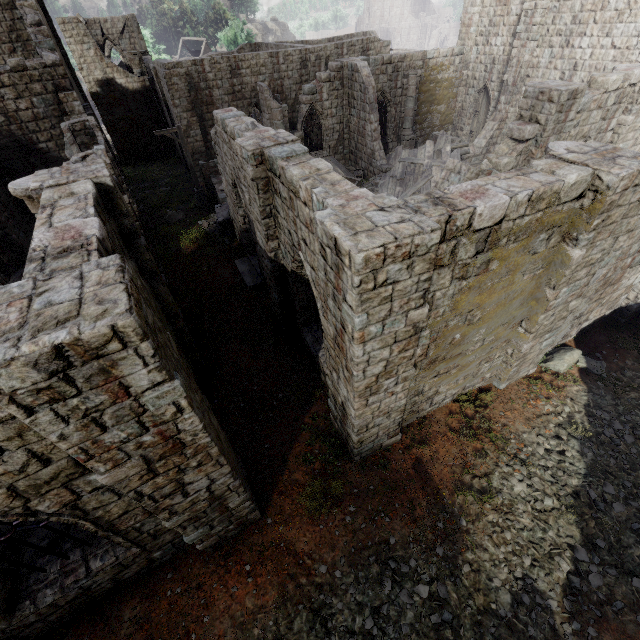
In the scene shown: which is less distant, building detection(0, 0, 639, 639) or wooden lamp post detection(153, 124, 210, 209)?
building detection(0, 0, 639, 639)

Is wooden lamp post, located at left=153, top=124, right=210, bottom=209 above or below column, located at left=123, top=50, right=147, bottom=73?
below

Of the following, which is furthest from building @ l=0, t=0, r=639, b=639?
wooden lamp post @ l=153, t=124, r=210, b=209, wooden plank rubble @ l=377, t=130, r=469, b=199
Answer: wooden lamp post @ l=153, t=124, r=210, b=209

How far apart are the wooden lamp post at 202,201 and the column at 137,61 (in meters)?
17.44

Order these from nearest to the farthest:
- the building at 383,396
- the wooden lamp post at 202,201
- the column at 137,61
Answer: the building at 383,396 → the wooden lamp post at 202,201 → the column at 137,61

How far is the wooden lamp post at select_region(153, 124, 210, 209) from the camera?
18.1m

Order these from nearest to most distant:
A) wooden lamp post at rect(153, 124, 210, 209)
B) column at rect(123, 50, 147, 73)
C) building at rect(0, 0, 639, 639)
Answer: building at rect(0, 0, 639, 639), wooden lamp post at rect(153, 124, 210, 209), column at rect(123, 50, 147, 73)

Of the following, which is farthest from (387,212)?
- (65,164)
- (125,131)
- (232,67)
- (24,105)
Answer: (125,131)
